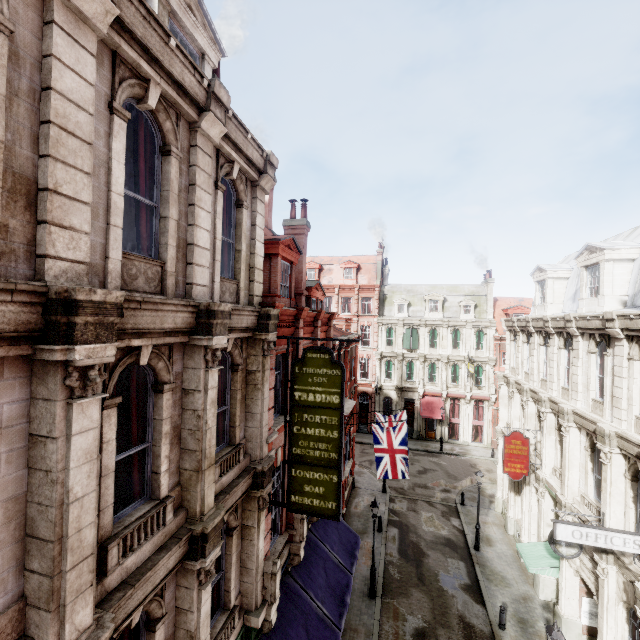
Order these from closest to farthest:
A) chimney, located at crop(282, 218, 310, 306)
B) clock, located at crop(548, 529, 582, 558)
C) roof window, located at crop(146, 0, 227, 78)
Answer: roof window, located at crop(146, 0, 227, 78)
clock, located at crop(548, 529, 582, 558)
chimney, located at crop(282, 218, 310, 306)

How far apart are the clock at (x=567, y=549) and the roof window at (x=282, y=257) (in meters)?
12.30

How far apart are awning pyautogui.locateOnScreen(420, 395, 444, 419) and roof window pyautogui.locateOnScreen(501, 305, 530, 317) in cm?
1085

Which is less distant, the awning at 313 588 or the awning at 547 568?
the awning at 313 588

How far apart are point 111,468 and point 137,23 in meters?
6.1 m

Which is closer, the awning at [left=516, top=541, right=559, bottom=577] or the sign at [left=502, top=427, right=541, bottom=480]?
the awning at [left=516, top=541, right=559, bottom=577]

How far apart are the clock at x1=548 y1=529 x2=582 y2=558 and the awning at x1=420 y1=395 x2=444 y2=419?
23.7 meters

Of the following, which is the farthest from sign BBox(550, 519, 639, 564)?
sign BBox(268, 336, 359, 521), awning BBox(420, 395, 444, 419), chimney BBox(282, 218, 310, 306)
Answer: awning BBox(420, 395, 444, 419)
